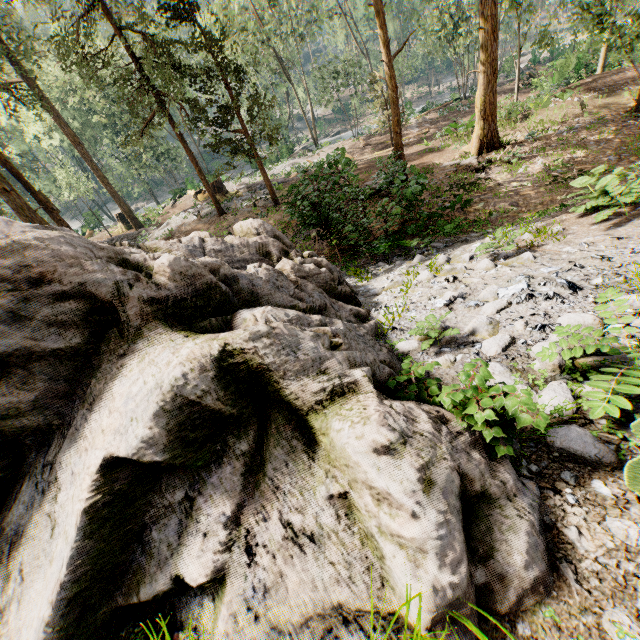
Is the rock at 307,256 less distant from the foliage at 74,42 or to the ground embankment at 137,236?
the foliage at 74,42

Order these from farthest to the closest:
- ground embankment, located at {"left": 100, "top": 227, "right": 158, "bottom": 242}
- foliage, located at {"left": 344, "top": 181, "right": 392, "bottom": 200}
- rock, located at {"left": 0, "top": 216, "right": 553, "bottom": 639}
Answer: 1. ground embankment, located at {"left": 100, "top": 227, "right": 158, "bottom": 242}
2. foliage, located at {"left": 344, "top": 181, "right": 392, "bottom": 200}
3. rock, located at {"left": 0, "top": 216, "right": 553, "bottom": 639}

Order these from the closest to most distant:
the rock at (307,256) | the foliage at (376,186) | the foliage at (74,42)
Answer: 1. the rock at (307,256)
2. the foliage at (376,186)
3. the foliage at (74,42)

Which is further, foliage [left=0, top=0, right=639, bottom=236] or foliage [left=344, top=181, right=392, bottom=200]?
foliage [left=0, top=0, right=639, bottom=236]

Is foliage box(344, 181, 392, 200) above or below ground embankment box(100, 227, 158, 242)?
above

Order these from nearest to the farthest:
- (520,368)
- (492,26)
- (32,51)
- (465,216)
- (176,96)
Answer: (520,368), (465,216), (492,26), (176,96), (32,51)

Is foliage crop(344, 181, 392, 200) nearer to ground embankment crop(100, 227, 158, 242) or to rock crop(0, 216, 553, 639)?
ground embankment crop(100, 227, 158, 242)
